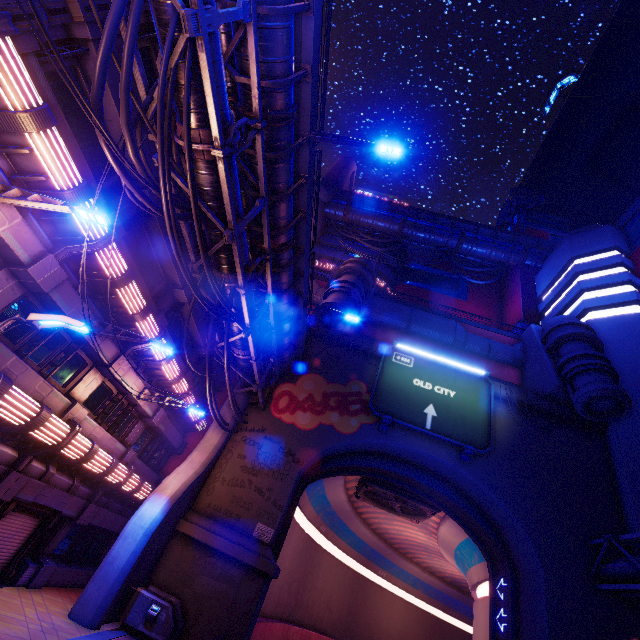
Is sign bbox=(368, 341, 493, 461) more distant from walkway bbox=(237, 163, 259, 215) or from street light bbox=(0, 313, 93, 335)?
street light bbox=(0, 313, 93, 335)

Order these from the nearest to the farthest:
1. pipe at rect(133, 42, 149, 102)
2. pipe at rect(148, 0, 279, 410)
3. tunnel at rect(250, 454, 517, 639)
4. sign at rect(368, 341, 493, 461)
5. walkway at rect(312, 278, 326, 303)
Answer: pipe at rect(148, 0, 279, 410) → pipe at rect(133, 42, 149, 102) → sign at rect(368, 341, 493, 461) → tunnel at rect(250, 454, 517, 639) → walkway at rect(312, 278, 326, 303)

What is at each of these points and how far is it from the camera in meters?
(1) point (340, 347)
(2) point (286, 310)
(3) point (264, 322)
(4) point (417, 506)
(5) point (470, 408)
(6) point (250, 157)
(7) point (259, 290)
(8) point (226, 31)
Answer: (1) wall arch, 24.1
(2) walkway, 16.8
(3) walkway, 18.0
(4) vent, 25.3
(5) sign, 20.8
(6) walkway, 11.1
(7) walkway, 17.6
(8) walkway, 9.4

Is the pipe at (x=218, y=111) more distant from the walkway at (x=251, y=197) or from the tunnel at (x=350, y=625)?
the tunnel at (x=350, y=625)

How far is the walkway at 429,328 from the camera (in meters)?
26.69

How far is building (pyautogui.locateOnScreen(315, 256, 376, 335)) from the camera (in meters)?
21.28

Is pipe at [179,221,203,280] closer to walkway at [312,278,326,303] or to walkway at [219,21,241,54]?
walkway at [219,21,241,54]

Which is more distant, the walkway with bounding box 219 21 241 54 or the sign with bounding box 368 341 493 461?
the sign with bounding box 368 341 493 461
